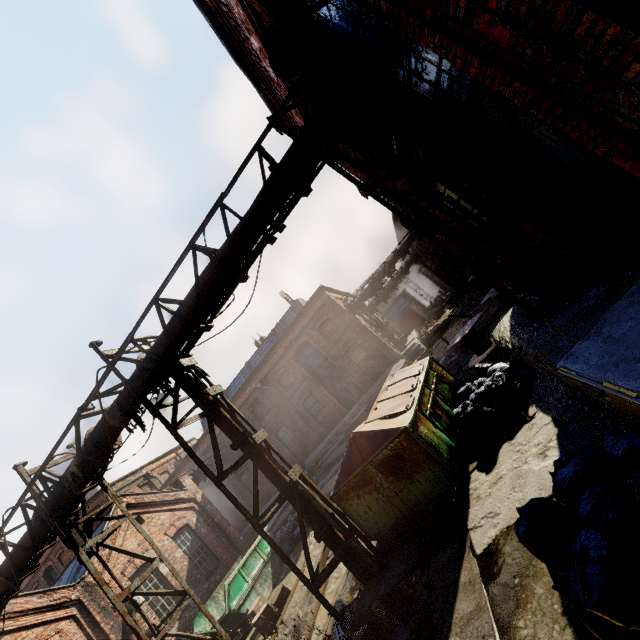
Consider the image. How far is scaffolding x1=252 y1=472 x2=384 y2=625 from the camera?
5.5 meters

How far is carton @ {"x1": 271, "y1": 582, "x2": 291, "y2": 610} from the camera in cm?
852

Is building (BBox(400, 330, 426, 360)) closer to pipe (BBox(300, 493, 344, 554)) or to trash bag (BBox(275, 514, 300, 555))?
trash bag (BBox(275, 514, 300, 555))

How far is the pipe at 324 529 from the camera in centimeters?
590cm

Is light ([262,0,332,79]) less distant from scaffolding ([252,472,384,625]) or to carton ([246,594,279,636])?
scaffolding ([252,472,384,625])

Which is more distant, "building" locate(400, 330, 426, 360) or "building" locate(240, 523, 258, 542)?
"building" locate(240, 523, 258, 542)

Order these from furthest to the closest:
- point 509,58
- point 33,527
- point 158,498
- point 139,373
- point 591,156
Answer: point 158,498
point 33,527
point 139,373
point 591,156
point 509,58

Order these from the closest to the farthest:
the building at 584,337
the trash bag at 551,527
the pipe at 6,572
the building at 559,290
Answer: the trash bag at 551,527
the building at 584,337
the building at 559,290
the pipe at 6,572
